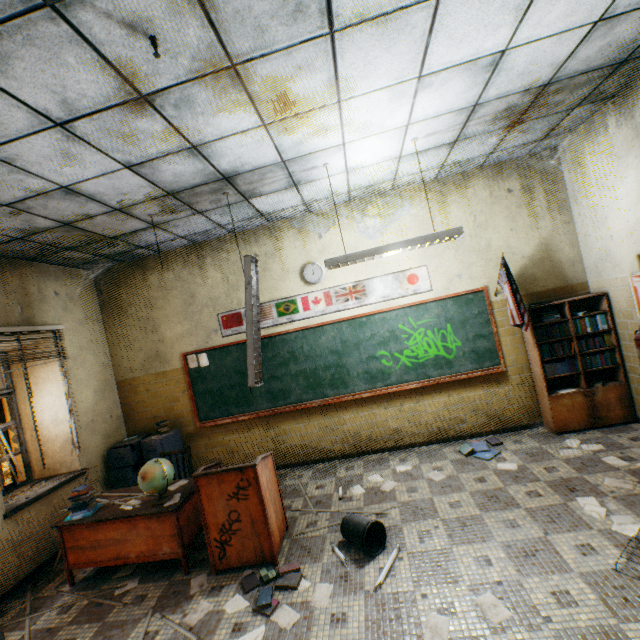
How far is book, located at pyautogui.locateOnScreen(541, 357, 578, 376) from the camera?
4.43m

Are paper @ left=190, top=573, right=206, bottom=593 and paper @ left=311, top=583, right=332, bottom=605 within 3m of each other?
yes

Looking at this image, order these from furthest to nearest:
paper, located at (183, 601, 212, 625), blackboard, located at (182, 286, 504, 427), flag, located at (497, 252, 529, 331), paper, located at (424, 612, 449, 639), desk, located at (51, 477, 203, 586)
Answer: blackboard, located at (182, 286, 504, 427) → flag, located at (497, 252, 529, 331) → desk, located at (51, 477, 203, 586) → paper, located at (183, 601, 212, 625) → paper, located at (424, 612, 449, 639)

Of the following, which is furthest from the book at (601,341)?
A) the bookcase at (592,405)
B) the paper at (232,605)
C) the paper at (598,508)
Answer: the paper at (232,605)

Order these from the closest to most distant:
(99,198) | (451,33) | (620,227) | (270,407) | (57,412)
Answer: (451,33) < (99,198) < (620,227) < (57,412) < (270,407)

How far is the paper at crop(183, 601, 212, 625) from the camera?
2.7 meters

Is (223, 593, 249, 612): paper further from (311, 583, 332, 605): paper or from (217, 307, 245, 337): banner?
(217, 307, 245, 337): banner

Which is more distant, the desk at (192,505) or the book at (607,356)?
the book at (607,356)
